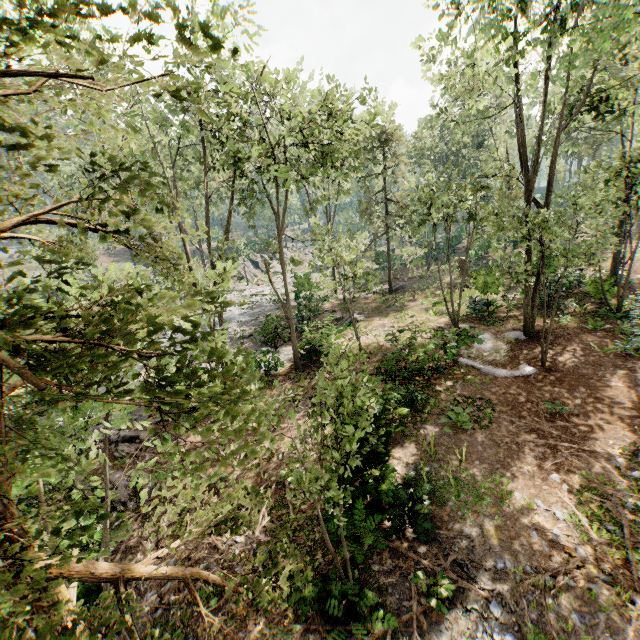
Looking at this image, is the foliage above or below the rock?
above

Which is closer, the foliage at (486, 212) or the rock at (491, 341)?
the foliage at (486, 212)

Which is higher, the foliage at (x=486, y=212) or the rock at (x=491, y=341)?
the foliage at (x=486, y=212)

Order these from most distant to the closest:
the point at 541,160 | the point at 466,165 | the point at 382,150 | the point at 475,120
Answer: the point at 466,165
the point at 541,160
the point at 382,150
the point at 475,120

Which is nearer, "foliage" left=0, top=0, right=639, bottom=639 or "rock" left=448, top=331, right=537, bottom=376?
"foliage" left=0, top=0, right=639, bottom=639

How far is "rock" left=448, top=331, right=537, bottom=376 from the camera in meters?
13.7
